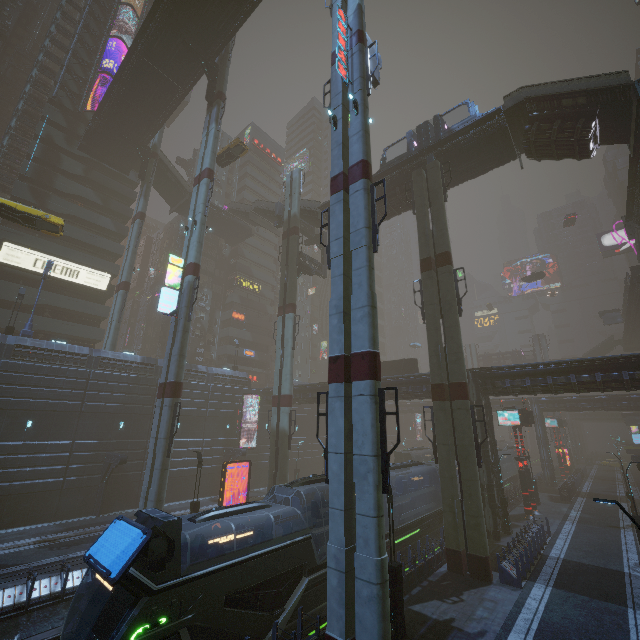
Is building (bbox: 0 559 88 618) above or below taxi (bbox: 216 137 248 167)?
below

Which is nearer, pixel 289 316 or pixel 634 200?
pixel 634 200

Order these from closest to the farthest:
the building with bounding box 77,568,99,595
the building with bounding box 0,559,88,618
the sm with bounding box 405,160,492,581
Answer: the building with bounding box 0,559,88,618 → the building with bounding box 77,568,99,595 → the sm with bounding box 405,160,492,581

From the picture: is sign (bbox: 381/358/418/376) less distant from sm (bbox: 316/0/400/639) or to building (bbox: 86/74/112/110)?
building (bbox: 86/74/112/110)

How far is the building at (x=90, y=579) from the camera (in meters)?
14.83

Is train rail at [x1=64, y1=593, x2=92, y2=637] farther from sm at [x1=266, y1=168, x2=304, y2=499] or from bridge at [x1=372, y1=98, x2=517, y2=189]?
bridge at [x1=372, y1=98, x2=517, y2=189]

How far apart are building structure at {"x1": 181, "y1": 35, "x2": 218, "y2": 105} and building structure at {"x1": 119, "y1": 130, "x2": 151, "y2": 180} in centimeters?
1471cm
